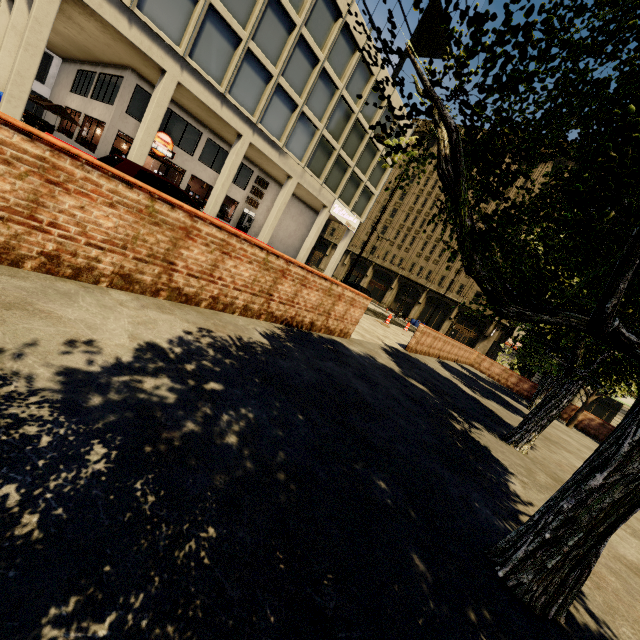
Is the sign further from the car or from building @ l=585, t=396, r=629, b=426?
the car

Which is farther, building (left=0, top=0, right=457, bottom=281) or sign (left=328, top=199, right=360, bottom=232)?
sign (left=328, top=199, right=360, bottom=232)

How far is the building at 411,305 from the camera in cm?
4650

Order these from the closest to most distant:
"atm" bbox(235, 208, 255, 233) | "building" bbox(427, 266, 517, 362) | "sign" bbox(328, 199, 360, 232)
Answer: "atm" bbox(235, 208, 255, 233) < "sign" bbox(328, 199, 360, 232) < "building" bbox(427, 266, 517, 362)

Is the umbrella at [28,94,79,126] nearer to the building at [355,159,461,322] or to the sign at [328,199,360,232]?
the building at [355,159,461,322]

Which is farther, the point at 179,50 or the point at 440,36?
the point at 440,36

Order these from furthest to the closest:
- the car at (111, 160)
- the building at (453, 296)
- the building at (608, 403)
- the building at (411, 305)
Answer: the building at (411, 305)
the building at (453, 296)
the building at (608, 403)
the car at (111, 160)
